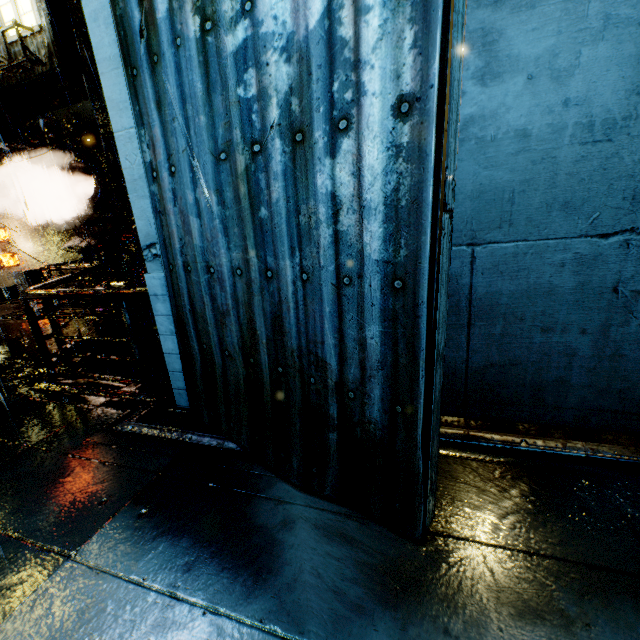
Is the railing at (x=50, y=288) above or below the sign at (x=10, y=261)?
below

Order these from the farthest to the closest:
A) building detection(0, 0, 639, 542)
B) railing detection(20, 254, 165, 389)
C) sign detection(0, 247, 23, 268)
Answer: sign detection(0, 247, 23, 268)
railing detection(20, 254, 165, 389)
building detection(0, 0, 639, 542)

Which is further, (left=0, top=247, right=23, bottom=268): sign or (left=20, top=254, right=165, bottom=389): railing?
(left=0, top=247, right=23, bottom=268): sign

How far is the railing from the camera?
4.6m

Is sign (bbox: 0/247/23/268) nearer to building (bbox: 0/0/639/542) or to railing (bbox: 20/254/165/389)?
building (bbox: 0/0/639/542)

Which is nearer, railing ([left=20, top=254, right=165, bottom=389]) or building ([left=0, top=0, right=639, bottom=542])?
building ([left=0, top=0, right=639, bottom=542])

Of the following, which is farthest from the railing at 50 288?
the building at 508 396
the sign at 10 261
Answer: the sign at 10 261

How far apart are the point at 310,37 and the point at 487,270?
2.4 meters
